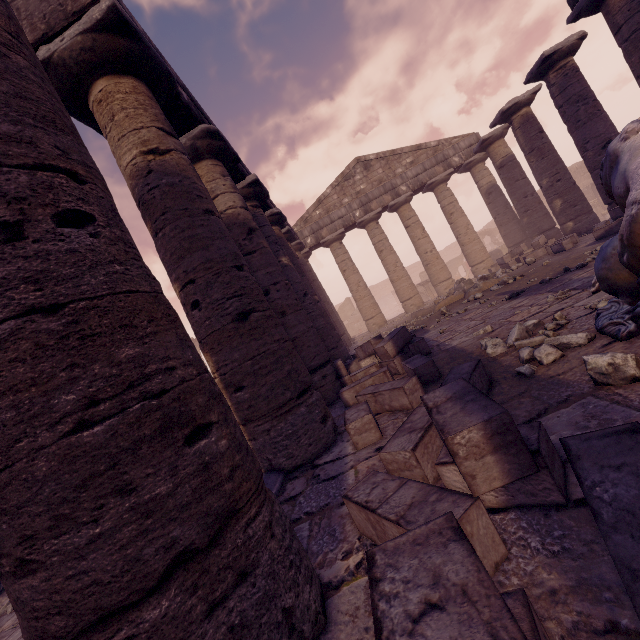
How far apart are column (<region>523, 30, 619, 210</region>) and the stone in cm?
879

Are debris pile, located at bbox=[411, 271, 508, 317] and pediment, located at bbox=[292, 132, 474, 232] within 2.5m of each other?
no

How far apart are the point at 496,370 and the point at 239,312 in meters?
2.9

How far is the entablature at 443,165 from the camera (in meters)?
16.08

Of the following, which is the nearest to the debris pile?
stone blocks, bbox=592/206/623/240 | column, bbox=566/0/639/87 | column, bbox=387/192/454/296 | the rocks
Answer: stone blocks, bbox=592/206/623/240

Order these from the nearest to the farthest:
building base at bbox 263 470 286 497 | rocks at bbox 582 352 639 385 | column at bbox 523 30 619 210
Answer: rocks at bbox 582 352 639 385 → building base at bbox 263 470 286 497 → column at bbox 523 30 619 210

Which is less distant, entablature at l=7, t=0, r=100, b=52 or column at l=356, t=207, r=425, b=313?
entablature at l=7, t=0, r=100, b=52

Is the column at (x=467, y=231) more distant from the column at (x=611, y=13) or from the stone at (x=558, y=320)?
the stone at (x=558, y=320)
